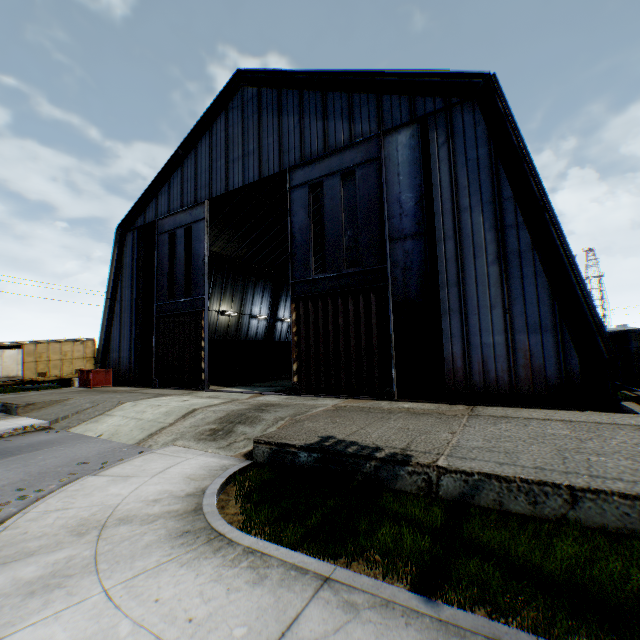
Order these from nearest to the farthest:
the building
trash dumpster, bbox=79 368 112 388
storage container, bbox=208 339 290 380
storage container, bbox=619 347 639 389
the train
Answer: the building → storage container, bbox=619 347 639 389 → trash dumpster, bbox=79 368 112 388 → storage container, bbox=208 339 290 380 → the train

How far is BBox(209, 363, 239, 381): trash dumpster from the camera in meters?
22.4

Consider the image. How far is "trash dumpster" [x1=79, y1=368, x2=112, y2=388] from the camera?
20.2 meters

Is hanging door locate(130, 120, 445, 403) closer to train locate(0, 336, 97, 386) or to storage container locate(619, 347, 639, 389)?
storage container locate(619, 347, 639, 389)

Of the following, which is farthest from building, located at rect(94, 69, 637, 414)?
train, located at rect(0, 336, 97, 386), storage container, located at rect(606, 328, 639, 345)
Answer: train, located at rect(0, 336, 97, 386)

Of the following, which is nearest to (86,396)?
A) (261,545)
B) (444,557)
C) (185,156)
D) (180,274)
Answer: (180,274)

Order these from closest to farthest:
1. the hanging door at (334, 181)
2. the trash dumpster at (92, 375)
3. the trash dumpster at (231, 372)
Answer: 1. the hanging door at (334, 181)
2. the trash dumpster at (92, 375)
3. the trash dumpster at (231, 372)

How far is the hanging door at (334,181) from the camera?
11.9m
